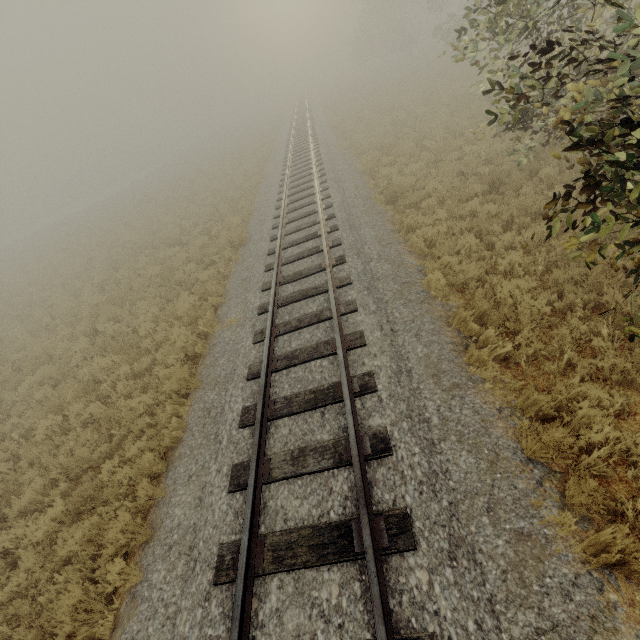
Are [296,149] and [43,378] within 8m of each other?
no
